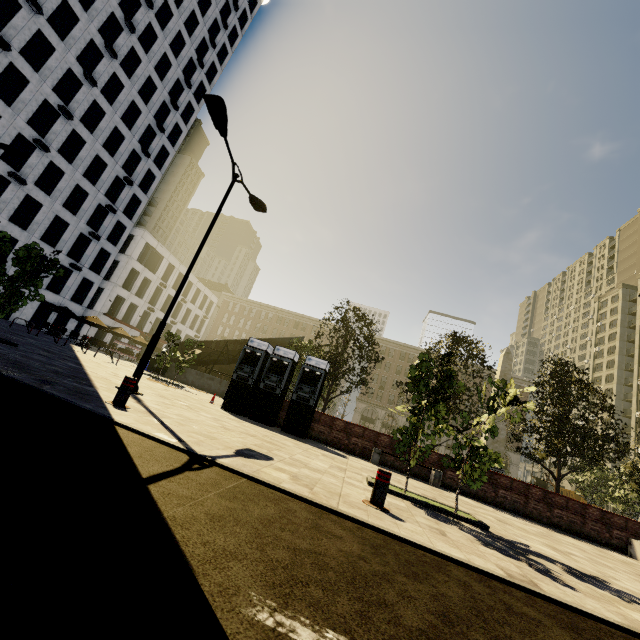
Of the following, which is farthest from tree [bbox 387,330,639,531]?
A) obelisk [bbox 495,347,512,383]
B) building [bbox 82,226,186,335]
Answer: building [bbox 82,226,186,335]

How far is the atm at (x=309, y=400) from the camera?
13.09m

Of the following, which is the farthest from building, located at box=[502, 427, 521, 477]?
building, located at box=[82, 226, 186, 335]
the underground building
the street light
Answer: the underground building

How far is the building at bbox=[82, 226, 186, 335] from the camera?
40.2 meters

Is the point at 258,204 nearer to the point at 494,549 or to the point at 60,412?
the point at 60,412

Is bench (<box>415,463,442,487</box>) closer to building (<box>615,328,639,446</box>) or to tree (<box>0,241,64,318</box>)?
tree (<box>0,241,64,318</box>)

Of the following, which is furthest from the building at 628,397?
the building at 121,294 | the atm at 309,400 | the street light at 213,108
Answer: the atm at 309,400

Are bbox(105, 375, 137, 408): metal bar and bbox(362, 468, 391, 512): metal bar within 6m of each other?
yes
